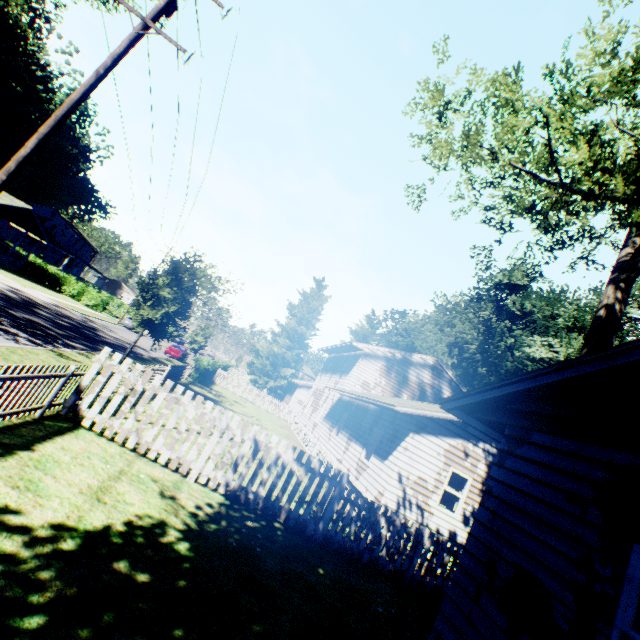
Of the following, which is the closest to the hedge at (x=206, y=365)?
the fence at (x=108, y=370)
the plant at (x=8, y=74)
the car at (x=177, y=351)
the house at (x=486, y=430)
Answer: the plant at (x=8, y=74)

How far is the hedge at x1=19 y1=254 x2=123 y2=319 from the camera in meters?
40.0

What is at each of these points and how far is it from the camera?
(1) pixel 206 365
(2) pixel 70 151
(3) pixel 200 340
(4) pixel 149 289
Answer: (1) hedge, 27.2 meters
(2) plant, 55.4 meters
(3) plant, 34.8 meters
(4) plant, 16.5 meters

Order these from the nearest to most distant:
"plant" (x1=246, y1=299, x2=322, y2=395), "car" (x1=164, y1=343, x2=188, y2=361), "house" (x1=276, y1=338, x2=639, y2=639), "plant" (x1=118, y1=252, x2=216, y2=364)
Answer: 1. "house" (x1=276, y1=338, x2=639, y2=639)
2. "plant" (x1=118, y1=252, x2=216, y2=364)
3. "car" (x1=164, y1=343, x2=188, y2=361)
4. "plant" (x1=246, y1=299, x2=322, y2=395)

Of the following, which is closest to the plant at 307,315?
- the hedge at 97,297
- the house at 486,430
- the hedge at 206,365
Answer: the house at 486,430

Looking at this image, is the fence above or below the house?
below

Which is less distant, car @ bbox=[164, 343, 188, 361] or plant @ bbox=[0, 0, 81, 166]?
car @ bbox=[164, 343, 188, 361]

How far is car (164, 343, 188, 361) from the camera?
34.5m
